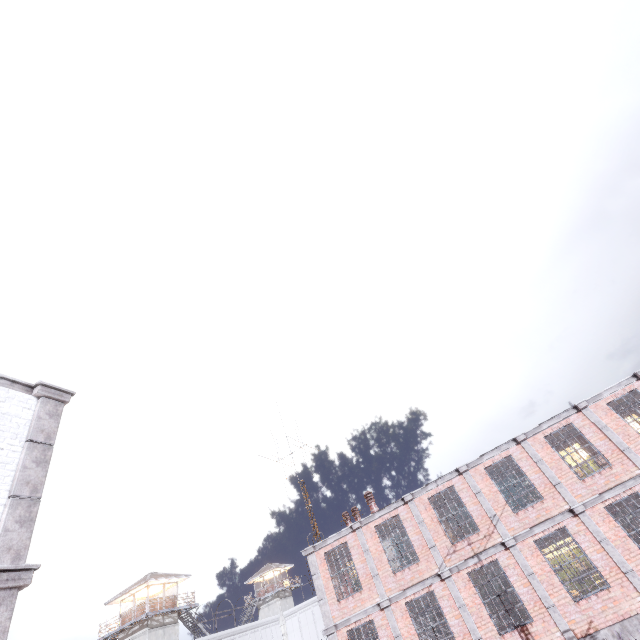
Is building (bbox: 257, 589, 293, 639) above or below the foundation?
above

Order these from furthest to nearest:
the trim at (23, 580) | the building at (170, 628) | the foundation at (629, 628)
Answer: the building at (170, 628)
the foundation at (629, 628)
the trim at (23, 580)

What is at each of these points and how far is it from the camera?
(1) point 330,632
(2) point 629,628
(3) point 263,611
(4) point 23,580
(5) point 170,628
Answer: (1) trim, 14.3 meters
(2) foundation, 10.8 meters
(3) building, 49.6 meters
(4) trim, 4.8 meters
(5) building, 33.9 meters

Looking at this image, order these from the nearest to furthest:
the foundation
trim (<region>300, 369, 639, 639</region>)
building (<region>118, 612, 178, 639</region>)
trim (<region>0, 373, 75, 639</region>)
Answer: trim (<region>0, 373, 75, 639</region>), the foundation, trim (<region>300, 369, 639, 639</region>), building (<region>118, 612, 178, 639</region>)

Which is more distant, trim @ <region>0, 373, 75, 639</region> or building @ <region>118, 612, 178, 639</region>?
building @ <region>118, 612, 178, 639</region>

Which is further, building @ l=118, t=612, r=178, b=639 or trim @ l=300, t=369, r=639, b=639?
building @ l=118, t=612, r=178, b=639

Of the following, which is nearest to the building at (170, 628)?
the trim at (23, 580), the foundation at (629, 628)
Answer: the foundation at (629, 628)

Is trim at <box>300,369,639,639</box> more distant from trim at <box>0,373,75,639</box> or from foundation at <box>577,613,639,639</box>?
trim at <box>0,373,75,639</box>
